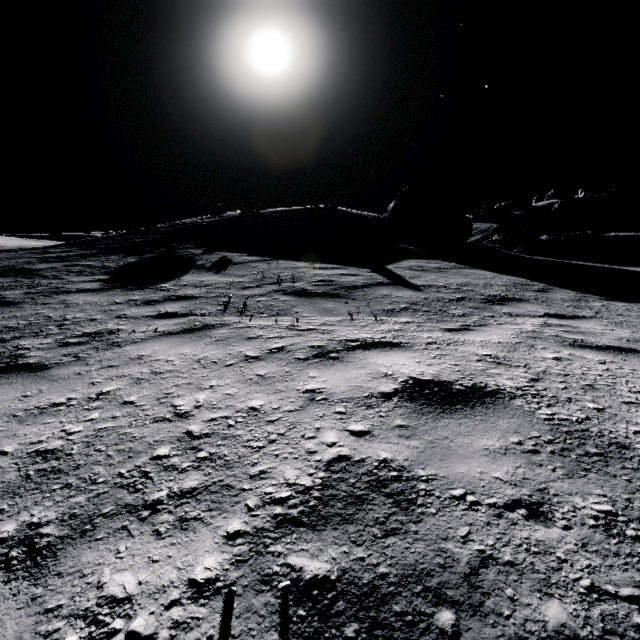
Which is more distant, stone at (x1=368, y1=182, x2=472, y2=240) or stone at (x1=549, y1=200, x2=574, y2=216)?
stone at (x1=549, y1=200, x2=574, y2=216)

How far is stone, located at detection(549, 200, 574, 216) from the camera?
57.6m

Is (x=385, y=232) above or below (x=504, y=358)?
above

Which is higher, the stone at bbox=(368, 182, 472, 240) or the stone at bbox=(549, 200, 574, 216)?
the stone at bbox=(549, 200, 574, 216)

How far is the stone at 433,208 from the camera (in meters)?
17.50

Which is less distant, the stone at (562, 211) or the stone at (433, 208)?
the stone at (433, 208)

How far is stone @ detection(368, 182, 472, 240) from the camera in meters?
17.5 m
